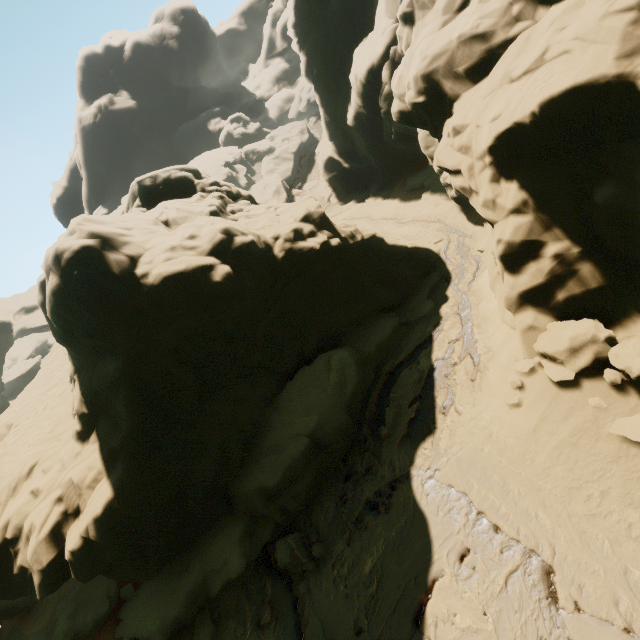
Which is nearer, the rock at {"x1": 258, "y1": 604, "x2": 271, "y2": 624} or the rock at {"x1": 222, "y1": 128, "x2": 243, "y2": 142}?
the rock at {"x1": 258, "y1": 604, "x2": 271, "y2": 624}

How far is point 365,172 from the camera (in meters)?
35.97

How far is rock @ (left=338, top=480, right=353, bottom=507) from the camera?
10.7m

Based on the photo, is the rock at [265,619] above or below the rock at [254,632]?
above

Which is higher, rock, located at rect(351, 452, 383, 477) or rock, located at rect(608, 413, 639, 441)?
rock, located at rect(608, 413, 639, 441)

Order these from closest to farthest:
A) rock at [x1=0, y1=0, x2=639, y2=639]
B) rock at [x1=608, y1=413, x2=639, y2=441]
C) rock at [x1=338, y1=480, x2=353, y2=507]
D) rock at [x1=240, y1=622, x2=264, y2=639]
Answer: rock at [x1=608, y1=413, x2=639, y2=441], rock at [x1=0, y1=0, x2=639, y2=639], rock at [x1=240, y1=622, x2=264, y2=639], rock at [x1=338, y1=480, x2=353, y2=507]
